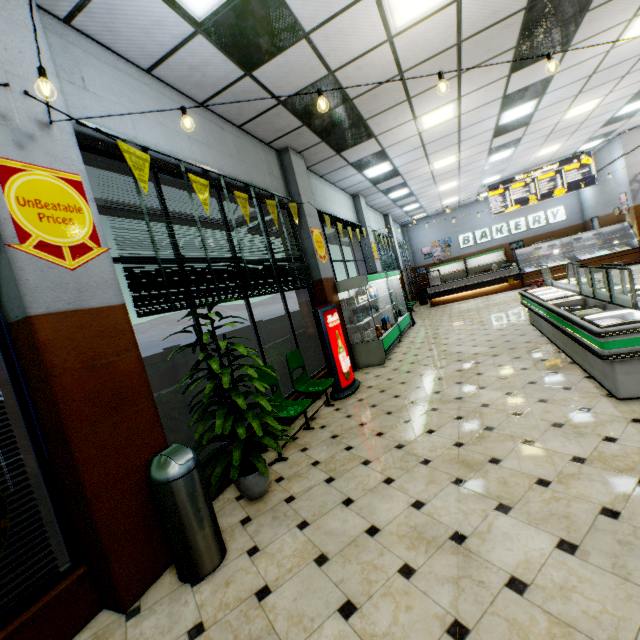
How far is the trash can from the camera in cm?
240

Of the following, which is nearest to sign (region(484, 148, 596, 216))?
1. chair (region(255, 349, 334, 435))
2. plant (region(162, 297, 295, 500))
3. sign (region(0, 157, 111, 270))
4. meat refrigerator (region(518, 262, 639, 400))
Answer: meat refrigerator (region(518, 262, 639, 400))

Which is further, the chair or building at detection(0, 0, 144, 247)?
the chair

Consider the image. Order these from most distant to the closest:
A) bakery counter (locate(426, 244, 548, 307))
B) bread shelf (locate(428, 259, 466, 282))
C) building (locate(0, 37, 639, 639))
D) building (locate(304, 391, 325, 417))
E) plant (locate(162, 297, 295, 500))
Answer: bread shelf (locate(428, 259, 466, 282)) < bakery counter (locate(426, 244, 548, 307)) < building (locate(304, 391, 325, 417)) < plant (locate(162, 297, 295, 500)) < building (locate(0, 37, 639, 639))

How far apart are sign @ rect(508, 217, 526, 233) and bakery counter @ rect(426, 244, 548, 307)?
4.4 meters

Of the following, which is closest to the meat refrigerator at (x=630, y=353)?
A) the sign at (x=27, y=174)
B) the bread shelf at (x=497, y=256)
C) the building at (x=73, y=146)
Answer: the building at (x=73, y=146)

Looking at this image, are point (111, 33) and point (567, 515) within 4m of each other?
no

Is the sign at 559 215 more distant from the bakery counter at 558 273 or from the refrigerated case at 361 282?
the refrigerated case at 361 282
